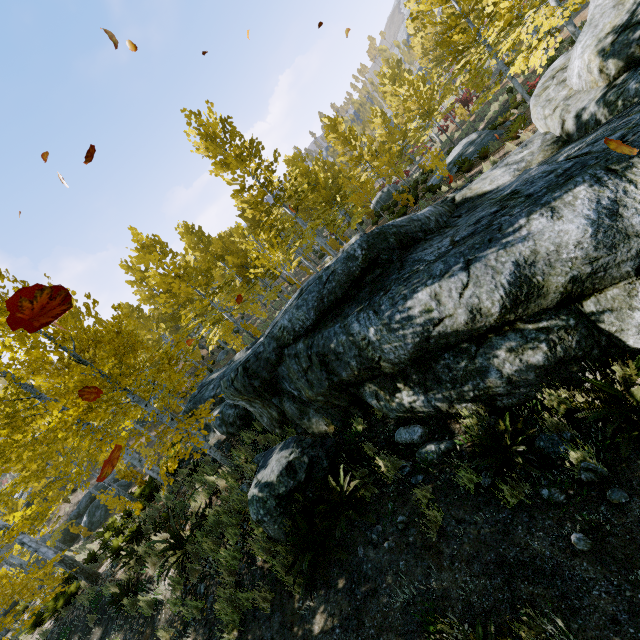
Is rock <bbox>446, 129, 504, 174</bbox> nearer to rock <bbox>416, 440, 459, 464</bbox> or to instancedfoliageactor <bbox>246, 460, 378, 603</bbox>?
rock <bbox>416, 440, 459, 464</bbox>

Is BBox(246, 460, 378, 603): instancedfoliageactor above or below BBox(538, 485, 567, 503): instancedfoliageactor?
above

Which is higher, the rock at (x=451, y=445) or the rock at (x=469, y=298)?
the rock at (x=469, y=298)

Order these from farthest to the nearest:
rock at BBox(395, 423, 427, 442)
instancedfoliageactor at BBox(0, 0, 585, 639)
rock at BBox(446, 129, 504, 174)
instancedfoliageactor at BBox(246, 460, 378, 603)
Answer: rock at BBox(446, 129, 504, 174) → instancedfoliageactor at BBox(0, 0, 585, 639) → rock at BBox(395, 423, 427, 442) → instancedfoliageactor at BBox(246, 460, 378, 603)

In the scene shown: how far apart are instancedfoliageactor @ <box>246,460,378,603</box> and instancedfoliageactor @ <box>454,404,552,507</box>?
1.6 meters

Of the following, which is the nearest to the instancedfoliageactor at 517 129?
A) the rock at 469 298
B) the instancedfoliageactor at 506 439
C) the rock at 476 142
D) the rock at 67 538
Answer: the rock at 469 298

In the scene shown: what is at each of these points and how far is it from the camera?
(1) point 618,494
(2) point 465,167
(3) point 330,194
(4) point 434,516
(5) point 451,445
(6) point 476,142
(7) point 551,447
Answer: (1) instancedfoliageactor, 3.0 meters
(2) instancedfoliageactor, 14.6 meters
(3) instancedfoliageactor, 21.9 meters
(4) instancedfoliageactor, 3.7 meters
(5) rock, 4.4 meters
(6) rock, 17.3 meters
(7) rock, 3.6 meters

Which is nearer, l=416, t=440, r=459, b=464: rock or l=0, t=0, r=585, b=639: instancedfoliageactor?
l=416, t=440, r=459, b=464: rock
